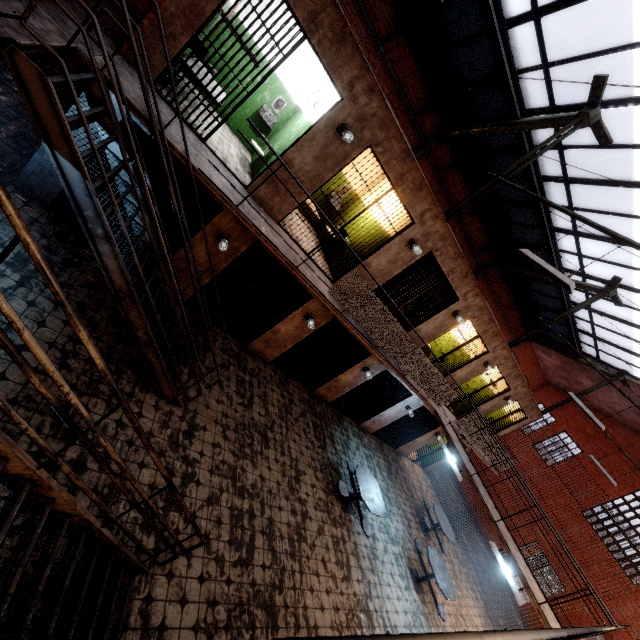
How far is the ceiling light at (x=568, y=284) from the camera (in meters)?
4.86

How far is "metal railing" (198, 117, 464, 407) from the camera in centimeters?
503cm

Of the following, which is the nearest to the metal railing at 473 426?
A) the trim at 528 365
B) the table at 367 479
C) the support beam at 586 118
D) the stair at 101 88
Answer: the stair at 101 88

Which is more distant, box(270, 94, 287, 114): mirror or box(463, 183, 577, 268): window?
box(463, 183, 577, 268): window

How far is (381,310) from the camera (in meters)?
6.97

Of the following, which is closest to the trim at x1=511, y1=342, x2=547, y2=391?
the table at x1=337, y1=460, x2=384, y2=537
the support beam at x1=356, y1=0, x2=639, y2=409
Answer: the support beam at x1=356, y1=0, x2=639, y2=409

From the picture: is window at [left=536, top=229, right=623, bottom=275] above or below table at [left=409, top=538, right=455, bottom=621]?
above

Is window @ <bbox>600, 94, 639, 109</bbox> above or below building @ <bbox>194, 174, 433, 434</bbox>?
above
